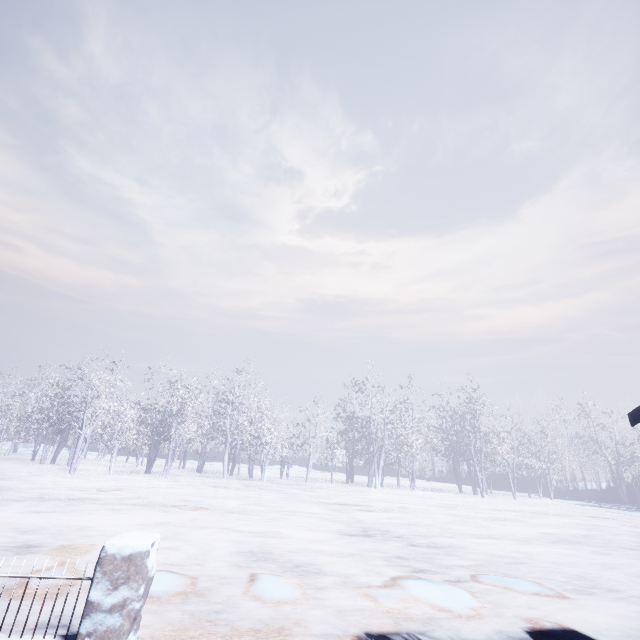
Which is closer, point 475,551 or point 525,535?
point 475,551
